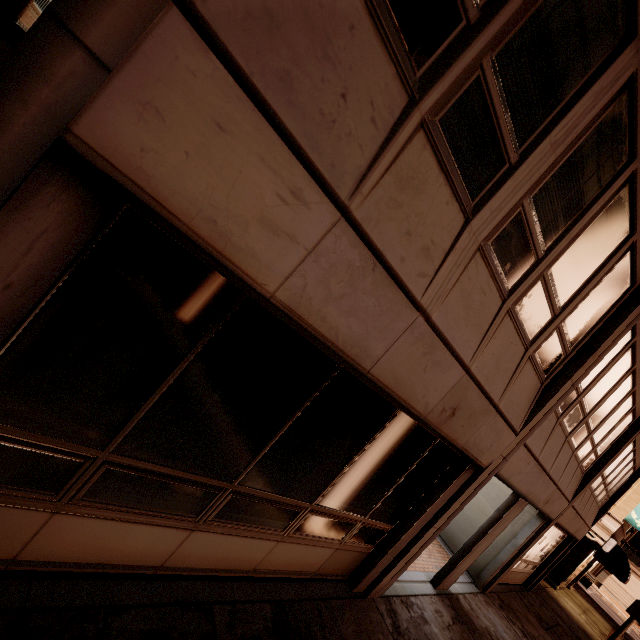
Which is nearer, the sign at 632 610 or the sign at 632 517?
the sign at 632 610

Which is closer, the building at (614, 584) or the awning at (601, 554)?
the awning at (601, 554)

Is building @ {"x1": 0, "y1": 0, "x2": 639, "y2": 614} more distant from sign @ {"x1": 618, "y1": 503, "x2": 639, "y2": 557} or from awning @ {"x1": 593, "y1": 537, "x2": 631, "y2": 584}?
sign @ {"x1": 618, "y1": 503, "x2": 639, "y2": 557}

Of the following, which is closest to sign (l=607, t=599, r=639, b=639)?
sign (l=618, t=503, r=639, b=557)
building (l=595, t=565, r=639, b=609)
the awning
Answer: the awning

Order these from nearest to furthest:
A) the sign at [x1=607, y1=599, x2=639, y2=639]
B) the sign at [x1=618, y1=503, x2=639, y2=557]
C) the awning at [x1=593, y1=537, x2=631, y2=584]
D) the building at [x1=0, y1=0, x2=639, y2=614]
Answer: the building at [x1=0, y1=0, x2=639, y2=614] < the sign at [x1=607, y1=599, x2=639, y2=639] < the awning at [x1=593, y1=537, x2=631, y2=584] < the sign at [x1=618, y1=503, x2=639, y2=557]

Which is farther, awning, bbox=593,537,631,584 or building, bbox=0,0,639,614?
awning, bbox=593,537,631,584

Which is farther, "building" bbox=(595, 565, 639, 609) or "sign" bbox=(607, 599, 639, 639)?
"building" bbox=(595, 565, 639, 609)

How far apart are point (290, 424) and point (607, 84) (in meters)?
4.50
